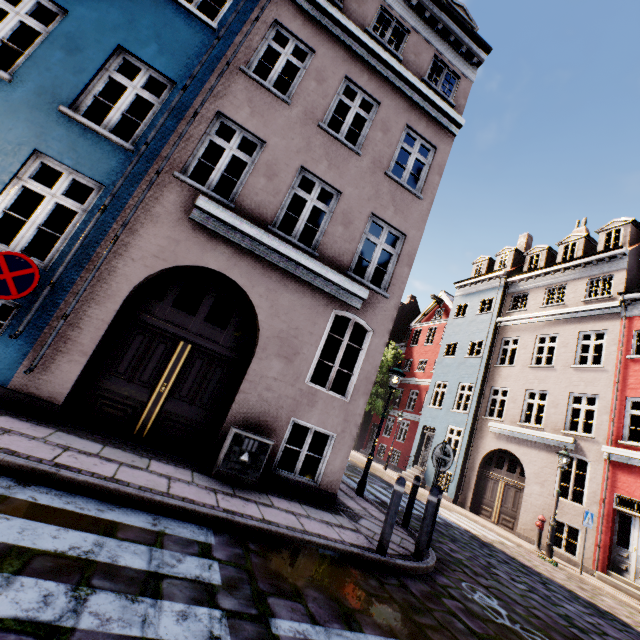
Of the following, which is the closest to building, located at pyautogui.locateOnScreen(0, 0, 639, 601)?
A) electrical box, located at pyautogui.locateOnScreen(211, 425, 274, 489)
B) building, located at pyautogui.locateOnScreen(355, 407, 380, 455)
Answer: electrical box, located at pyautogui.locateOnScreen(211, 425, 274, 489)

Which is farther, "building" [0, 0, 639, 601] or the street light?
the street light

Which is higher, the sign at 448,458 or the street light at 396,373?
the street light at 396,373

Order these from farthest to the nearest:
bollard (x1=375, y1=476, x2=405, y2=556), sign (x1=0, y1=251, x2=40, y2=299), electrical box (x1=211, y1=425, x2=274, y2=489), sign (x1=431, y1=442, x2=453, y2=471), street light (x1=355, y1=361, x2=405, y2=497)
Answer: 1. street light (x1=355, y1=361, x2=405, y2=497)
2. sign (x1=431, y1=442, x2=453, y2=471)
3. electrical box (x1=211, y1=425, x2=274, y2=489)
4. bollard (x1=375, y1=476, x2=405, y2=556)
5. sign (x1=0, y1=251, x2=40, y2=299)

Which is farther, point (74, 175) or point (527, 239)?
point (527, 239)

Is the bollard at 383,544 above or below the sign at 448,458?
below

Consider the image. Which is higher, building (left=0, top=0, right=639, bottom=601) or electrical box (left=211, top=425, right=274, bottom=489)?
building (left=0, top=0, right=639, bottom=601)

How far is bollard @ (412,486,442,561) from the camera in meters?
5.3 m
